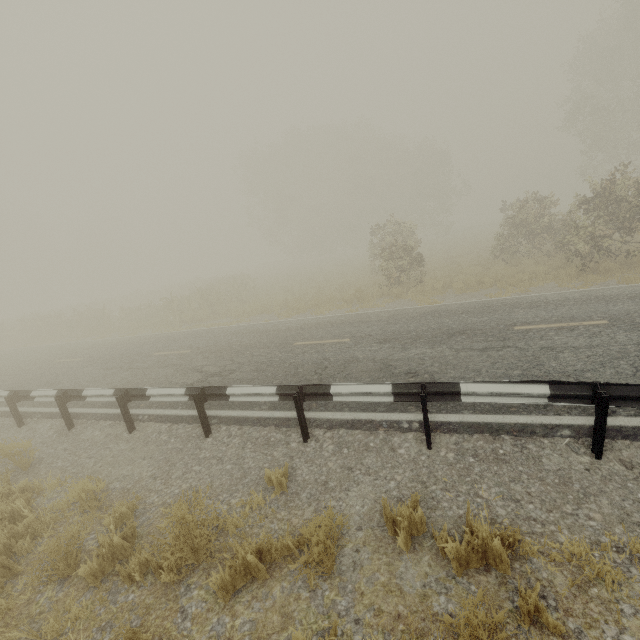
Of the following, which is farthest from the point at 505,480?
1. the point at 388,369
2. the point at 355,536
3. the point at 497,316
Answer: the point at 497,316

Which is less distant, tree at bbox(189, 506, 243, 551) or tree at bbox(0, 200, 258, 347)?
tree at bbox(189, 506, 243, 551)

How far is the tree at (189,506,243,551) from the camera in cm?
341

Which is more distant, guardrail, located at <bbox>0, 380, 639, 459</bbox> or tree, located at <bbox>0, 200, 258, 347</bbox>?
tree, located at <bbox>0, 200, 258, 347</bbox>

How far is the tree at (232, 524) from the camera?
3.4 meters

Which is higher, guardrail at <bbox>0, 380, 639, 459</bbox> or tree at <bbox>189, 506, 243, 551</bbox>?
guardrail at <bbox>0, 380, 639, 459</bbox>

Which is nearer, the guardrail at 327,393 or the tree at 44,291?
the guardrail at 327,393

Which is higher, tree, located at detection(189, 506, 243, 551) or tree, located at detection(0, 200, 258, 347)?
tree, located at detection(0, 200, 258, 347)
